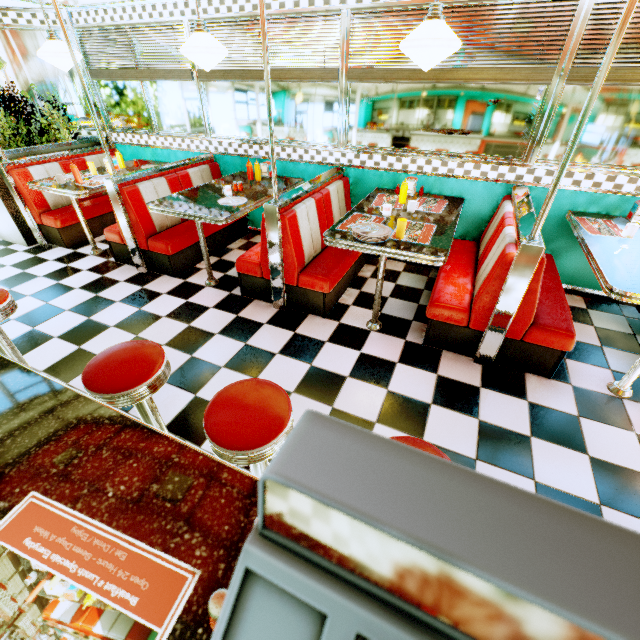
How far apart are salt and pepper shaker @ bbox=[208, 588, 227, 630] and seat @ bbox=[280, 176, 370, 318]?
2.6m

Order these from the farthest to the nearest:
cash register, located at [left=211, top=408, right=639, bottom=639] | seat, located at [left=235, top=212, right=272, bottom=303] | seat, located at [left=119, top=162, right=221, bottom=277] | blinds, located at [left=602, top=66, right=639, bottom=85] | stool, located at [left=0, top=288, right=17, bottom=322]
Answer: seat, located at [left=119, top=162, right=221, bottom=277], seat, located at [left=235, top=212, right=272, bottom=303], blinds, located at [left=602, top=66, right=639, bottom=85], stool, located at [left=0, top=288, right=17, bottom=322], cash register, located at [left=211, top=408, right=639, bottom=639]

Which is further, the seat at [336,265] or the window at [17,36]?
the window at [17,36]

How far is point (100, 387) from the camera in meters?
1.5

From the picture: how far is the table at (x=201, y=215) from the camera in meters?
3.1

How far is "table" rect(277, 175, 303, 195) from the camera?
3.8m

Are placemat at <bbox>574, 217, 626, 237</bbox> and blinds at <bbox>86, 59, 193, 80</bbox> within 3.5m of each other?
no

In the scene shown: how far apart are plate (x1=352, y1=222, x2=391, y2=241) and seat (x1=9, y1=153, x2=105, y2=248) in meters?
4.3 m
